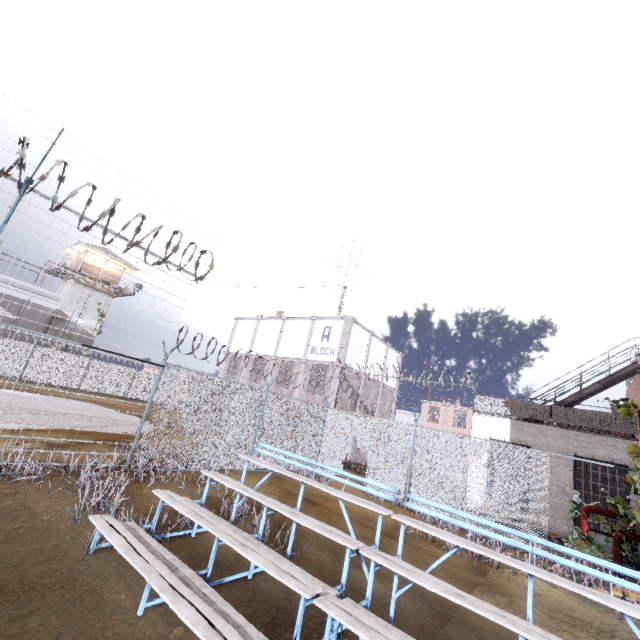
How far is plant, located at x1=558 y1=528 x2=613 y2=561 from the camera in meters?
8.5

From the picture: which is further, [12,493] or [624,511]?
[624,511]

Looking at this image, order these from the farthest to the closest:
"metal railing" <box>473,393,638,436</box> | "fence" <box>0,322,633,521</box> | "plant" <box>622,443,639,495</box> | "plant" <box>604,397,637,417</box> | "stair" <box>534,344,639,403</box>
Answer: "stair" <box>534,344,639,403</box>
"metal railing" <box>473,393,638,436</box>
"fence" <box>0,322,633,521</box>
"plant" <box>604,397,637,417</box>
"plant" <box>622,443,639,495</box>

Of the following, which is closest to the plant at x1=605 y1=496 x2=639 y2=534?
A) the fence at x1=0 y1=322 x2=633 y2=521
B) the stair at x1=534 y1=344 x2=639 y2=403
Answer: the fence at x1=0 y1=322 x2=633 y2=521

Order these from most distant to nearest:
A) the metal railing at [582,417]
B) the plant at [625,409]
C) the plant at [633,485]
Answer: the metal railing at [582,417] < the plant at [625,409] < the plant at [633,485]

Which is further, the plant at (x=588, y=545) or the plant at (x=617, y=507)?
A: the plant at (x=588, y=545)

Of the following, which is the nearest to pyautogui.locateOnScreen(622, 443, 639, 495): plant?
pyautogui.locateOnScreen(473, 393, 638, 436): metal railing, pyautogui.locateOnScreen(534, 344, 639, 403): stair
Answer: pyautogui.locateOnScreen(473, 393, 638, 436): metal railing

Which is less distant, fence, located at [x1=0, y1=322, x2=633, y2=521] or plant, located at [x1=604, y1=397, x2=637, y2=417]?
plant, located at [x1=604, y1=397, x2=637, y2=417]
